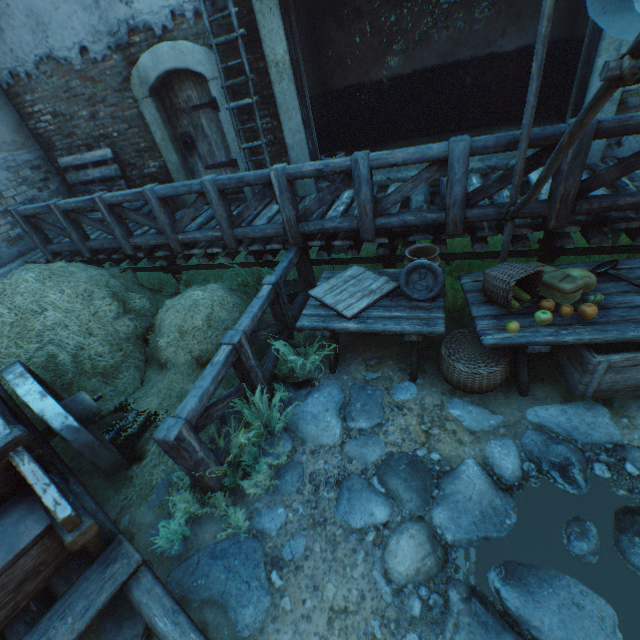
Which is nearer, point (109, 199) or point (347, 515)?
point (347, 515)

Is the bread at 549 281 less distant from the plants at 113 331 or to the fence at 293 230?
the fence at 293 230

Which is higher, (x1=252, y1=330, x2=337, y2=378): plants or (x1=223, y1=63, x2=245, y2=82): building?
(x1=223, y1=63, x2=245, y2=82): building

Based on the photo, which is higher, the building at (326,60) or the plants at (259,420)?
the building at (326,60)

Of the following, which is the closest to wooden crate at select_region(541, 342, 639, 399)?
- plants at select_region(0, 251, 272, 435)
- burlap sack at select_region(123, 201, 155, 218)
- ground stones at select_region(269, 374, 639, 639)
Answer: ground stones at select_region(269, 374, 639, 639)

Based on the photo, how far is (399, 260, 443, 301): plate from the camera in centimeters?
317cm

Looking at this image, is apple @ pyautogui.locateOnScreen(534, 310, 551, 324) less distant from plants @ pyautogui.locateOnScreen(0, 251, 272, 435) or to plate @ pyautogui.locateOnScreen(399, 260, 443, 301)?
plate @ pyautogui.locateOnScreen(399, 260, 443, 301)

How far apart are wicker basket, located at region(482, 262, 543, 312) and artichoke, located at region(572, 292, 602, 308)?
0.30m
